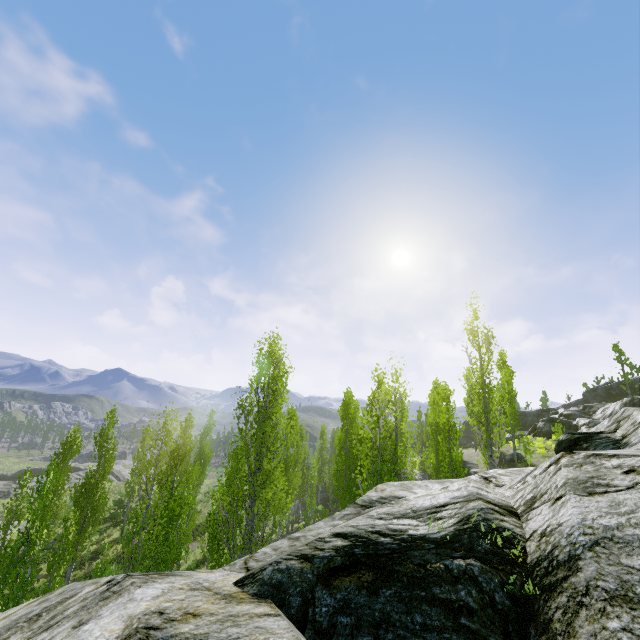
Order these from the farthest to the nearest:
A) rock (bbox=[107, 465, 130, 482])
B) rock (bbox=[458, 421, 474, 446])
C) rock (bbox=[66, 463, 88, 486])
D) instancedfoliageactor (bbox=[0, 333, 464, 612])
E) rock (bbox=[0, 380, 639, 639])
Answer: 1. rock (bbox=[458, 421, 474, 446])
2. rock (bbox=[107, 465, 130, 482])
3. rock (bbox=[66, 463, 88, 486])
4. instancedfoliageactor (bbox=[0, 333, 464, 612])
5. rock (bbox=[0, 380, 639, 639])

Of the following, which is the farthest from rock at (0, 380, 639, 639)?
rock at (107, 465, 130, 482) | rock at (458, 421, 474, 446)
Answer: rock at (107, 465, 130, 482)

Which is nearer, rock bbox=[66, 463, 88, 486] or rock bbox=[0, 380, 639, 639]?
rock bbox=[0, 380, 639, 639]

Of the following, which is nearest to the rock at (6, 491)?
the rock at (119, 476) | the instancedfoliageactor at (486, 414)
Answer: the instancedfoliageactor at (486, 414)

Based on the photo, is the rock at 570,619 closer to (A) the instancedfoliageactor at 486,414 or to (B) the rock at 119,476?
(A) the instancedfoliageactor at 486,414

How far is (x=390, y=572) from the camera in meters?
1.7 m

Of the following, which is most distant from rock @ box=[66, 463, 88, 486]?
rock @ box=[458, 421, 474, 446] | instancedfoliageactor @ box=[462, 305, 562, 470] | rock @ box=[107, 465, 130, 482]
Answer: rock @ box=[107, 465, 130, 482]

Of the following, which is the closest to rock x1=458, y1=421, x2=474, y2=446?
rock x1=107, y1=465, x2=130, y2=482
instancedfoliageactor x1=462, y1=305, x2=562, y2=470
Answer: instancedfoliageactor x1=462, y1=305, x2=562, y2=470
